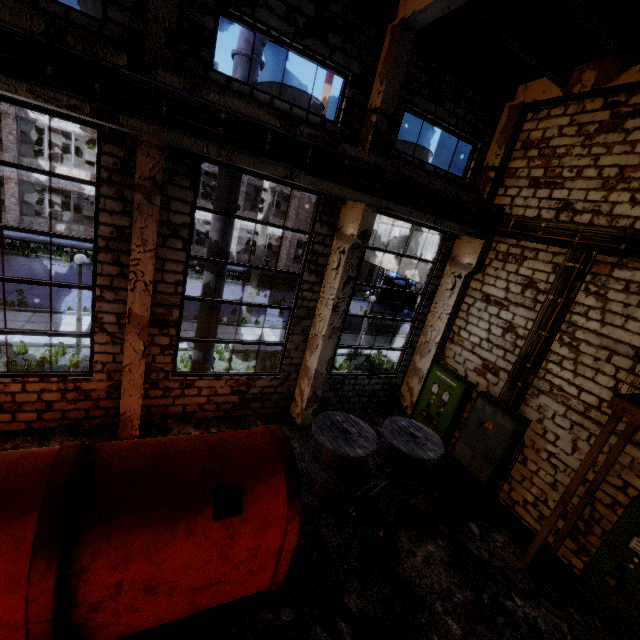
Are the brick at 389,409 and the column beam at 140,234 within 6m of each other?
no

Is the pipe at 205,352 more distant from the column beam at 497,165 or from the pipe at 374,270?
the pipe at 374,270

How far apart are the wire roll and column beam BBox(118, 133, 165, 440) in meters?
7.1

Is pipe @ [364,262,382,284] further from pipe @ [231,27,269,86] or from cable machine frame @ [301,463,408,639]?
cable machine frame @ [301,463,408,639]

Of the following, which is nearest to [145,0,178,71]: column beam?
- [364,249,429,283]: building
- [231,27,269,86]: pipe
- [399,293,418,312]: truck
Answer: [231,27,269,86]: pipe

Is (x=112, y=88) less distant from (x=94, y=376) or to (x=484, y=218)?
(x=94, y=376)

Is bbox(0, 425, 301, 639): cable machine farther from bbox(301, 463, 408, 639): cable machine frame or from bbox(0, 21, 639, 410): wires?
bbox(0, 21, 639, 410): wires

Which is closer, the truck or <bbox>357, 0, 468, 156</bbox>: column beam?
<bbox>357, 0, 468, 156</bbox>: column beam
